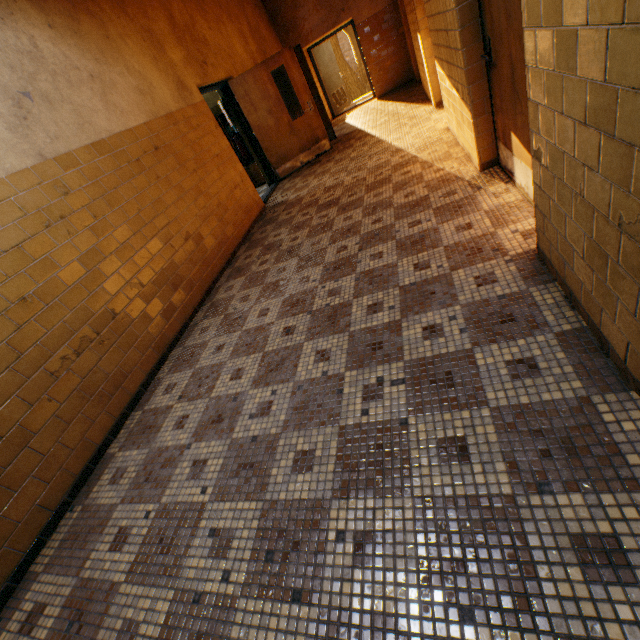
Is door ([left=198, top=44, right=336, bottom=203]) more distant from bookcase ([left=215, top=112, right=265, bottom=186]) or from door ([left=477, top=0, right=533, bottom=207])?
door ([left=477, top=0, right=533, bottom=207])

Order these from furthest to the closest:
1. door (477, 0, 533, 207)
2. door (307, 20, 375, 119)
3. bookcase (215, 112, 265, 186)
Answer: door (307, 20, 375, 119) < bookcase (215, 112, 265, 186) < door (477, 0, 533, 207)

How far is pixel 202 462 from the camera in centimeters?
214cm

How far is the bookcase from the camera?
7.7m

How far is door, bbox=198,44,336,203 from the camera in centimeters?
662cm

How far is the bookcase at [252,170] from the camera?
7.7 meters

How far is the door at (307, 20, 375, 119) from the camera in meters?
10.5

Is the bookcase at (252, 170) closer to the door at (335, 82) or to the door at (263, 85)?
the door at (263, 85)
